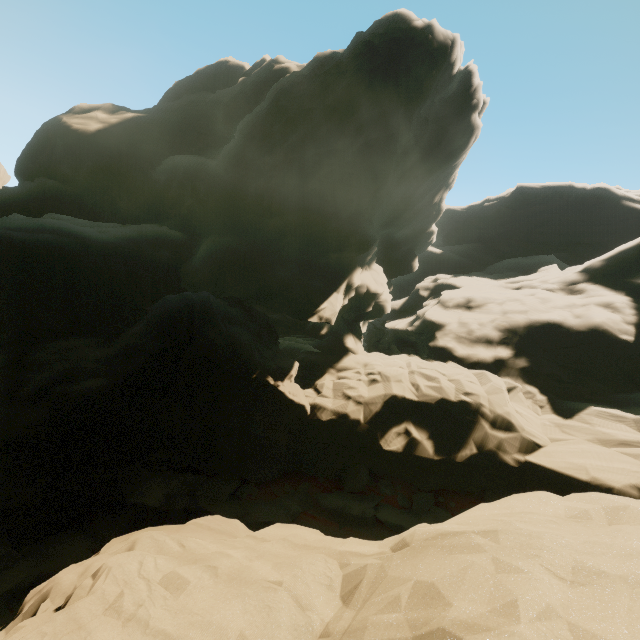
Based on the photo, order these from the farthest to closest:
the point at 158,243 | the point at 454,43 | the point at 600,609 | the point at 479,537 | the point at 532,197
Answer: the point at 532,197
the point at 454,43
the point at 158,243
the point at 479,537
the point at 600,609

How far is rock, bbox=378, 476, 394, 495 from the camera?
16.81m

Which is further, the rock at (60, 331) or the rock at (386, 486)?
the rock at (386, 486)

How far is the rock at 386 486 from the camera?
16.81m

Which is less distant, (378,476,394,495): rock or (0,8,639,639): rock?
(0,8,639,639): rock
